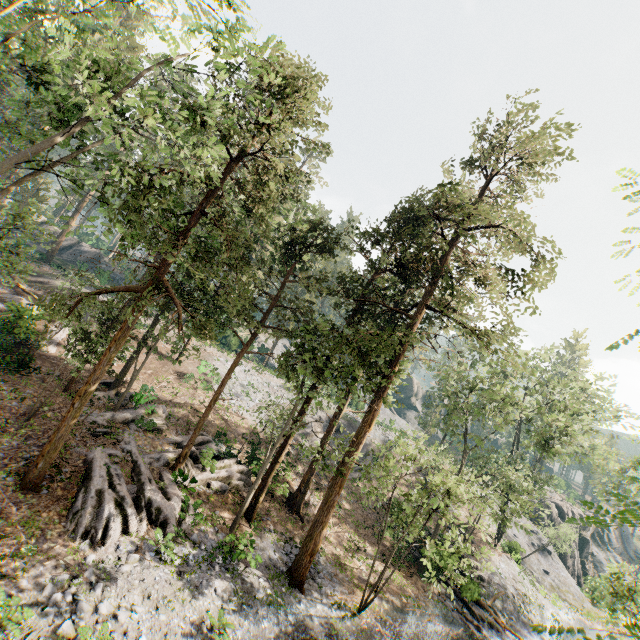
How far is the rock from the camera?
47.31m

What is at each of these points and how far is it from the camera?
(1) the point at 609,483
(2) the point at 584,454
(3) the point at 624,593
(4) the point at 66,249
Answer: (1) foliage, 29.77m
(2) foliage, 32.19m
(3) foliage, 13.25m
(4) rock, 47.91m

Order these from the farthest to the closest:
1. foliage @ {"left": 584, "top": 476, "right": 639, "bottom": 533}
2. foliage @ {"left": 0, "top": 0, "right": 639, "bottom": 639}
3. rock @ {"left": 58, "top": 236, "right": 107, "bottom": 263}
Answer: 1. rock @ {"left": 58, "top": 236, "right": 107, "bottom": 263}
2. foliage @ {"left": 0, "top": 0, "right": 639, "bottom": 639}
3. foliage @ {"left": 584, "top": 476, "right": 639, "bottom": 533}

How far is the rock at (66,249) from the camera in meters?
47.3 m

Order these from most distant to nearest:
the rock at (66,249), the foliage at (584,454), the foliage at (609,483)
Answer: the rock at (66,249)
the foliage at (584,454)
the foliage at (609,483)

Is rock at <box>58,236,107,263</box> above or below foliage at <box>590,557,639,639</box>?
above

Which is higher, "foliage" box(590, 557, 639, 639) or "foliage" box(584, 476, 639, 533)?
"foliage" box(584, 476, 639, 533)
